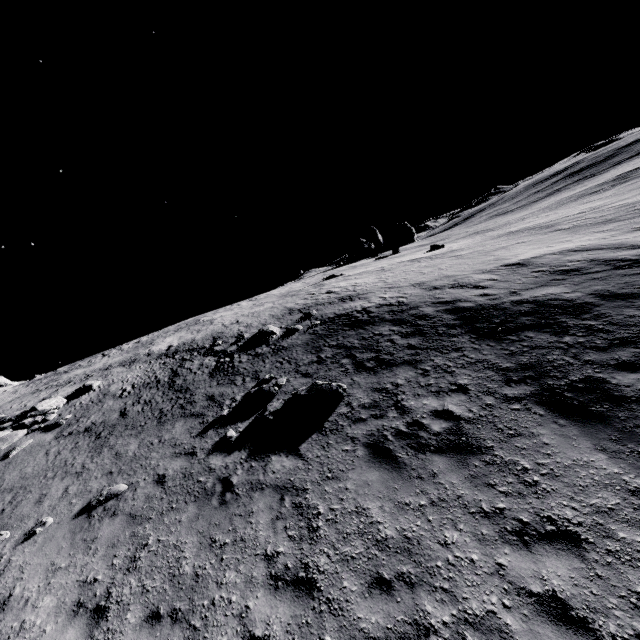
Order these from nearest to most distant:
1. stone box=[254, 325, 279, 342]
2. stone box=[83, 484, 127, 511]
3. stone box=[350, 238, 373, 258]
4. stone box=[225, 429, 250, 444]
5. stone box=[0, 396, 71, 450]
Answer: stone box=[83, 484, 127, 511], stone box=[225, 429, 250, 444], stone box=[0, 396, 71, 450], stone box=[254, 325, 279, 342], stone box=[350, 238, 373, 258]

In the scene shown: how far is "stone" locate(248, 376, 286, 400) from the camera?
11.7 meters

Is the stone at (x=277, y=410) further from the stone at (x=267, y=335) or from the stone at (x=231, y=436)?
the stone at (x=267, y=335)

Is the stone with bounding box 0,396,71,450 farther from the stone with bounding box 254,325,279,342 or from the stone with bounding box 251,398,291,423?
the stone with bounding box 251,398,291,423

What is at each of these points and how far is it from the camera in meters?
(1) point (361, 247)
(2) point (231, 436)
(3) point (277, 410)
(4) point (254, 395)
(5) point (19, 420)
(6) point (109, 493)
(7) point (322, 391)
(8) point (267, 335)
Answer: (1) stone, 44.1
(2) stone, 10.1
(3) stone, 10.5
(4) stone, 11.9
(5) stone, 15.3
(6) stone, 9.3
(7) stone, 10.4
(8) stone, 18.0

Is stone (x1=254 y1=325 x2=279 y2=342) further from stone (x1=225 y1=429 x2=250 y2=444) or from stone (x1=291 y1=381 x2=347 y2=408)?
stone (x1=225 y1=429 x2=250 y2=444)

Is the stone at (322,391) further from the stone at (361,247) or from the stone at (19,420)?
the stone at (361,247)

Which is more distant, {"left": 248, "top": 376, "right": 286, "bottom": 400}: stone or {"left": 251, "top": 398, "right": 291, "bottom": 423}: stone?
{"left": 248, "top": 376, "right": 286, "bottom": 400}: stone
